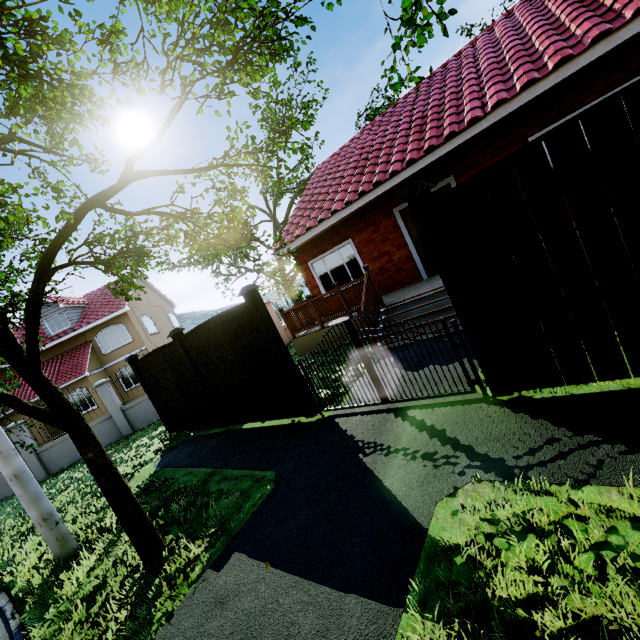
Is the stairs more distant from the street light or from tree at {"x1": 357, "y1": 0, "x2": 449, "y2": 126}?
the street light

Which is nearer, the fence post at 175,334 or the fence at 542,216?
the fence at 542,216

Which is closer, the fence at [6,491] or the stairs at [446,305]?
the stairs at [446,305]

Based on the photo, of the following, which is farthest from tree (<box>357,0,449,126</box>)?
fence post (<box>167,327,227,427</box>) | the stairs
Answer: the stairs

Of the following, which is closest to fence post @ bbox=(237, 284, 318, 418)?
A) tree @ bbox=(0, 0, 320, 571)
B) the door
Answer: tree @ bbox=(0, 0, 320, 571)

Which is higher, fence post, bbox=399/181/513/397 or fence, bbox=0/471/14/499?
fence post, bbox=399/181/513/397

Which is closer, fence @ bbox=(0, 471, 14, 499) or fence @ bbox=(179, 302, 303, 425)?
fence @ bbox=(179, 302, 303, 425)

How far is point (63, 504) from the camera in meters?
8.1 m
